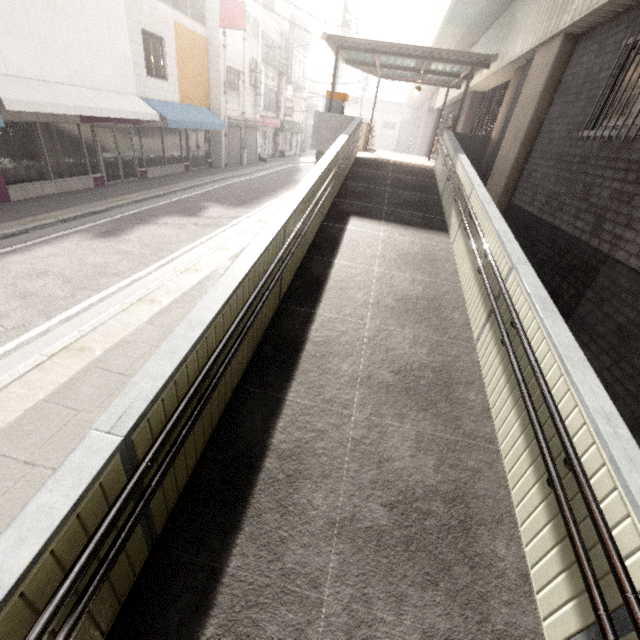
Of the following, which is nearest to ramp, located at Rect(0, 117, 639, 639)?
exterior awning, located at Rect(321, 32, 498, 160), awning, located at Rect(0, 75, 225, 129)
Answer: exterior awning, located at Rect(321, 32, 498, 160)

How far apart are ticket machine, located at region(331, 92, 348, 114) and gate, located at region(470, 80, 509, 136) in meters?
5.4

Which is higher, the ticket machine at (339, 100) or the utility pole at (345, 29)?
the utility pole at (345, 29)

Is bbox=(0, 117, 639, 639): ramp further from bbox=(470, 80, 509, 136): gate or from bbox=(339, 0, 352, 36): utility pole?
bbox=(339, 0, 352, 36): utility pole

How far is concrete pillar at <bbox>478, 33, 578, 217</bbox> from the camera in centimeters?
670cm

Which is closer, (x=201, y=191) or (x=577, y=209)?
(x=577, y=209)

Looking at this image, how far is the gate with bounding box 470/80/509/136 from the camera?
11.6 meters

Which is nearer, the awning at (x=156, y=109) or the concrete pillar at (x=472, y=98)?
the awning at (x=156, y=109)
